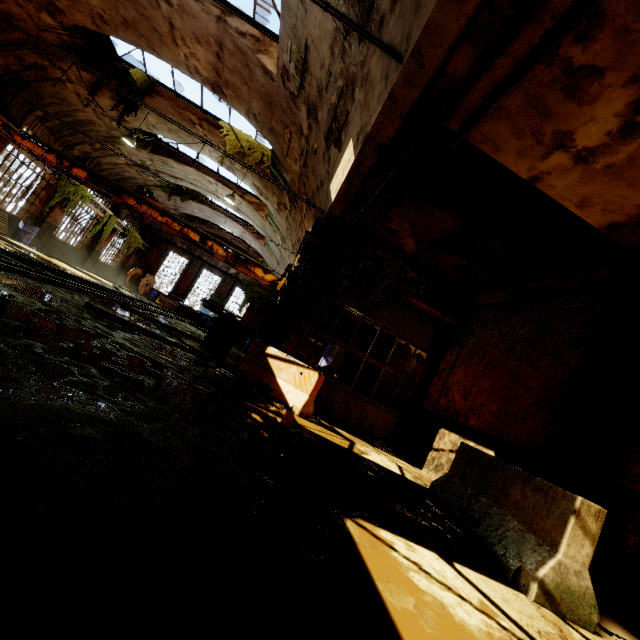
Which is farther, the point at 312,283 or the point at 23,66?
the point at 23,66

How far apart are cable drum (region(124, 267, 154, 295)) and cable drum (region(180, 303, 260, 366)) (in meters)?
19.15

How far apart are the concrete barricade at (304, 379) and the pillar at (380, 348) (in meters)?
7.15

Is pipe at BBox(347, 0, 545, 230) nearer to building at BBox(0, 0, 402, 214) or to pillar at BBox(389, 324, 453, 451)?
building at BBox(0, 0, 402, 214)

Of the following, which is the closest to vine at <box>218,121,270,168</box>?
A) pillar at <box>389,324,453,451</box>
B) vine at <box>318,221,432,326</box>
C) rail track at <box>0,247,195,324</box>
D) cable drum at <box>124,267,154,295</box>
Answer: vine at <box>318,221,432,326</box>

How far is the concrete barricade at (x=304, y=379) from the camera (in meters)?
6.79

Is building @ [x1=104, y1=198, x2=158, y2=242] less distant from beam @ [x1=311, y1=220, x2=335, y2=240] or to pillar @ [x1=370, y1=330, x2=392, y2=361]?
beam @ [x1=311, y1=220, x2=335, y2=240]

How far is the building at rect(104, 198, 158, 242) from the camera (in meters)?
21.22
